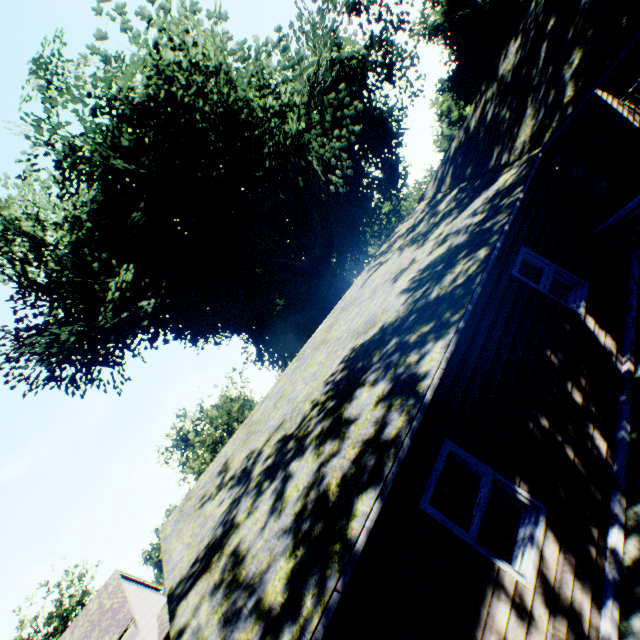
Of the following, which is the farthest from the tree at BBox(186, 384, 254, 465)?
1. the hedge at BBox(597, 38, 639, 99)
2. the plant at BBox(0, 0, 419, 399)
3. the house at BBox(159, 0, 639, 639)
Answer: the hedge at BBox(597, 38, 639, 99)

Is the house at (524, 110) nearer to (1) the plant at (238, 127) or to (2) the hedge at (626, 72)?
(1) the plant at (238, 127)

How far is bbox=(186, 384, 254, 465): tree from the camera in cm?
4116

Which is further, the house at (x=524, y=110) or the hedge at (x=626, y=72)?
the hedge at (x=626, y=72)

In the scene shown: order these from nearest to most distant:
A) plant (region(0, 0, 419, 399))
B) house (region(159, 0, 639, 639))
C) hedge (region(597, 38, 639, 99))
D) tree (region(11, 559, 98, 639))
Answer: house (region(159, 0, 639, 639)), plant (region(0, 0, 419, 399)), hedge (region(597, 38, 639, 99)), tree (region(11, 559, 98, 639))

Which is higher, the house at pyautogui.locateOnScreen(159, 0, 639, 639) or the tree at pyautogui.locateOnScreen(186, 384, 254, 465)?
the tree at pyautogui.locateOnScreen(186, 384, 254, 465)

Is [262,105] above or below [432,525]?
above
